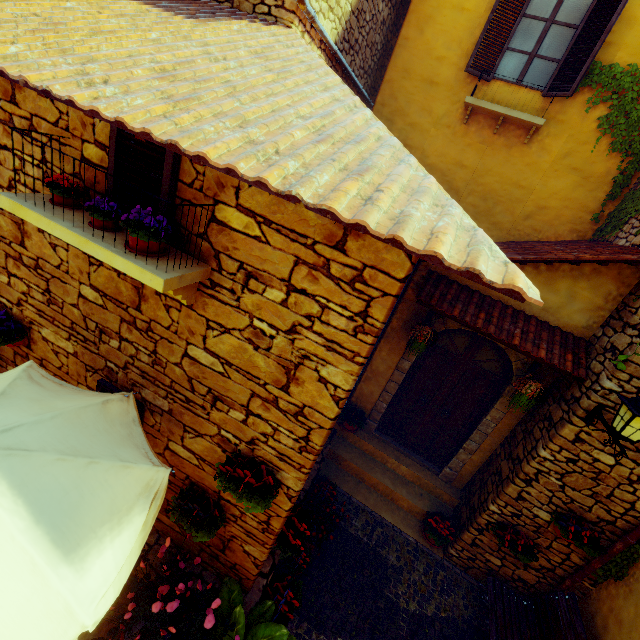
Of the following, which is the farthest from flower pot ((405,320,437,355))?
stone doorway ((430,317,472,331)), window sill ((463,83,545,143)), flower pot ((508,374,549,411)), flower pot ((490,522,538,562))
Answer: window sill ((463,83,545,143))

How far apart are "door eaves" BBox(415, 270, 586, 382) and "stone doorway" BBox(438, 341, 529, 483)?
0.05m

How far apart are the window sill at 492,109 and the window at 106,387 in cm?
768

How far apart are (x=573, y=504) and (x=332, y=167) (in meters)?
5.49

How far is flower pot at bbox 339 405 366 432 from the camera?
6.37m

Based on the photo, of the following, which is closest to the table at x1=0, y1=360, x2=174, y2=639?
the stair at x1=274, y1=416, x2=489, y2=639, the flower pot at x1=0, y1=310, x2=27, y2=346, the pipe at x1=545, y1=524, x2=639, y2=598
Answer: the flower pot at x1=0, y1=310, x2=27, y2=346

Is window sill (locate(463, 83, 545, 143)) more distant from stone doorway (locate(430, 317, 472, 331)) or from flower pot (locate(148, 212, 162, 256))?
flower pot (locate(148, 212, 162, 256))

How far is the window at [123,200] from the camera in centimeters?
247cm
